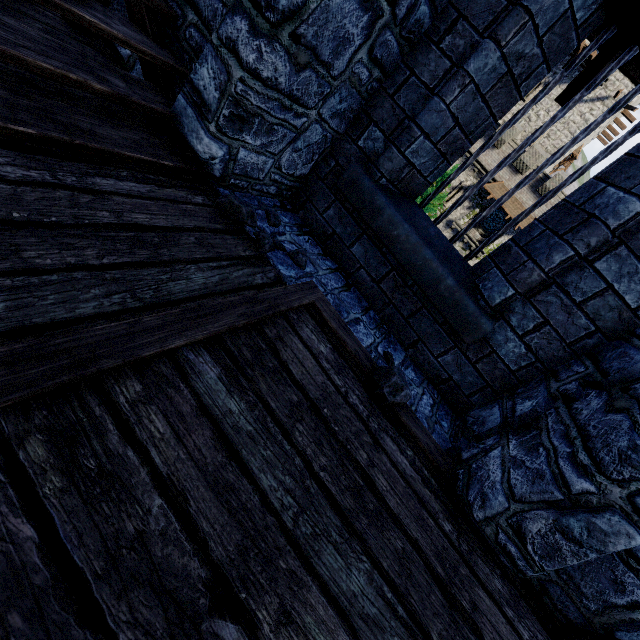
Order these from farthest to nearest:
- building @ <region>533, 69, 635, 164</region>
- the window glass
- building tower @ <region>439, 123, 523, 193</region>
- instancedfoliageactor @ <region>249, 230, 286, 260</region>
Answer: the window glass → building @ <region>533, 69, 635, 164</region> → building tower @ <region>439, 123, 523, 193</region> → instancedfoliageactor @ <region>249, 230, 286, 260</region>

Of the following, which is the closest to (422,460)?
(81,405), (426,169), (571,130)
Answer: (81,405)

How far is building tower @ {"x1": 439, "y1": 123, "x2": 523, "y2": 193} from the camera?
26.80m

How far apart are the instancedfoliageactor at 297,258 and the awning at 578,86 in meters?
3.9

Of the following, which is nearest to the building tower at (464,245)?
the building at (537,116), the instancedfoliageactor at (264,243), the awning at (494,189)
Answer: the awning at (494,189)

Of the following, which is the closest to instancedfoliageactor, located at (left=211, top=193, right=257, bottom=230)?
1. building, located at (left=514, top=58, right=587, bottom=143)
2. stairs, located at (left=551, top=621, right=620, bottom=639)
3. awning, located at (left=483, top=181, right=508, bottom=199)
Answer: stairs, located at (left=551, top=621, right=620, bottom=639)

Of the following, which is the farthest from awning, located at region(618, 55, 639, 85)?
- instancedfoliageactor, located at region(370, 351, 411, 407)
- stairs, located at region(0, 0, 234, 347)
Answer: instancedfoliageactor, located at region(370, 351, 411, 407)

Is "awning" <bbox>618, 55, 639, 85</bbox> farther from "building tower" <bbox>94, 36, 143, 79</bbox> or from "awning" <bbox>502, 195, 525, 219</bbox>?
"awning" <bbox>502, 195, 525, 219</bbox>
